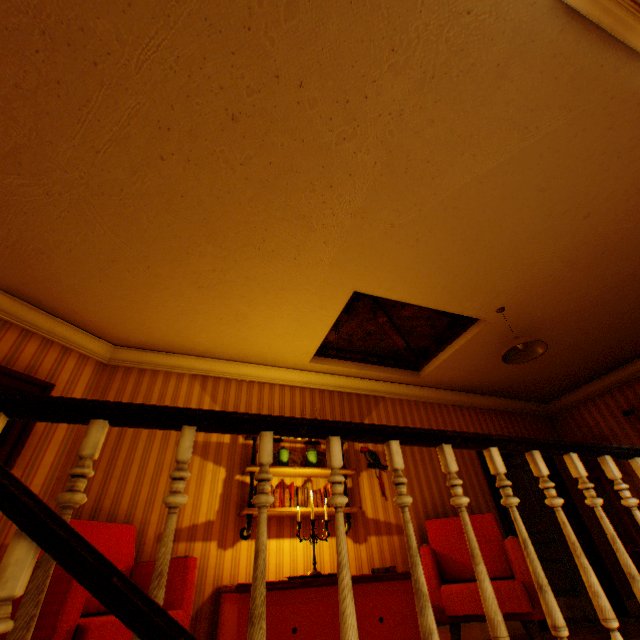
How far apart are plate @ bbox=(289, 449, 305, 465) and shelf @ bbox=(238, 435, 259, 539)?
0.1m

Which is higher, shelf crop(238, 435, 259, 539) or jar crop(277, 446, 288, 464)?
jar crop(277, 446, 288, 464)

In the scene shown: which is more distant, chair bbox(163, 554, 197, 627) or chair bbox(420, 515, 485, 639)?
chair bbox(420, 515, 485, 639)

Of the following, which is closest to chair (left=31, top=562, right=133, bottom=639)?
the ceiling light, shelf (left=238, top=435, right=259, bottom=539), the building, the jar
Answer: the building

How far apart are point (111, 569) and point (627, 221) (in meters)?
4.56

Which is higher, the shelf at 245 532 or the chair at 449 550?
the shelf at 245 532

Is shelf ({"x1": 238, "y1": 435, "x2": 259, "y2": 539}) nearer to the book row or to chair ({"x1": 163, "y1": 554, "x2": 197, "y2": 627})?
the book row

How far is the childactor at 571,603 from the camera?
4.81m
